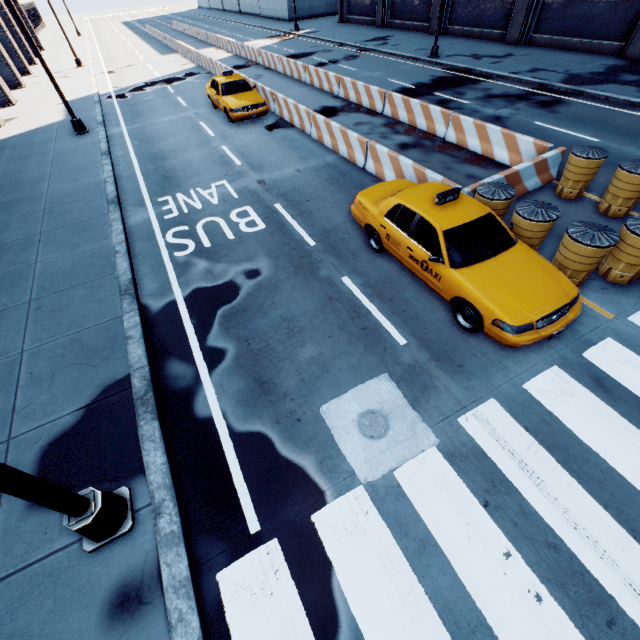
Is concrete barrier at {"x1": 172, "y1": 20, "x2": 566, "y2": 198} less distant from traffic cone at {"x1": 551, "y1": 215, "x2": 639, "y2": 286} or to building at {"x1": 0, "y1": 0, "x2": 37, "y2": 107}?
traffic cone at {"x1": 551, "y1": 215, "x2": 639, "y2": 286}

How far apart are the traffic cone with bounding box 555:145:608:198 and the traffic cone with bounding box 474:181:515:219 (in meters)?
2.60

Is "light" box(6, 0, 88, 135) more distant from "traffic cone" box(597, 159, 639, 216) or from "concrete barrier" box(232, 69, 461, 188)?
"traffic cone" box(597, 159, 639, 216)

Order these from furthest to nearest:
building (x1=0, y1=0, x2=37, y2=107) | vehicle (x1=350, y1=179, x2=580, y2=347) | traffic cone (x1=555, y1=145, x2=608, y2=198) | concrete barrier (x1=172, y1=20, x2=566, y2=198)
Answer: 1. building (x1=0, y1=0, x2=37, y2=107)
2. concrete barrier (x1=172, y1=20, x2=566, y2=198)
3. traffic cone (x1=555, y1=145, x2=608, y2=198)
4. vehicle (x1=350, y1=179, x2=580, y2=347)

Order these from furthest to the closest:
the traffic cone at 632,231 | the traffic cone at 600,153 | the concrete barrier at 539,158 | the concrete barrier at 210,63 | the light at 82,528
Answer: the concrete barrier at 210,63, the concrete barrier at 539,158, the traffic cone at 600,153, the traffic cone at 632,231, the light at 82,528

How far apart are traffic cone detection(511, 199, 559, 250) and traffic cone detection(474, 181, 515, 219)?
0.3m

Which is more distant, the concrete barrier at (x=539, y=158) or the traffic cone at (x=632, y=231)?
the concrete barrier at (x=539, y=158)

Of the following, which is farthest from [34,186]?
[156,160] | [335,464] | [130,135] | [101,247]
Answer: [335,464]
